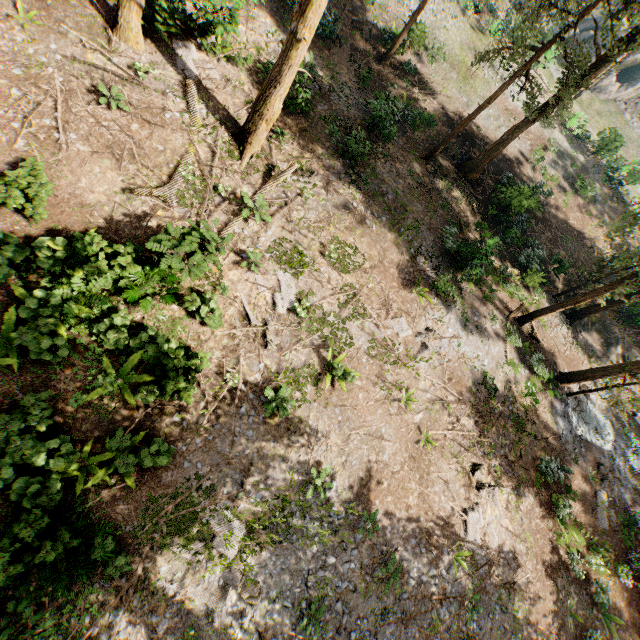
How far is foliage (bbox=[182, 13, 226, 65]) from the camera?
14.2m

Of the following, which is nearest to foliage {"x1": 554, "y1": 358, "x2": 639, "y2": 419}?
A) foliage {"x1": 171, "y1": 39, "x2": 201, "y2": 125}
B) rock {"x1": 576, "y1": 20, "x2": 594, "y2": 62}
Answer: foliage {"x1": 171, "y1": 39, "x2": 201, "y2": 125}

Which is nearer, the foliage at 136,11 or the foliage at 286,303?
the foliage at 136,11

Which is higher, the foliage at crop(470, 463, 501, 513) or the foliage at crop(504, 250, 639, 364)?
the foliage at crop(504, 250, 639, 364)

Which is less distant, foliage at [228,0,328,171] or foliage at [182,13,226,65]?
foliage at [228,0,328,171]

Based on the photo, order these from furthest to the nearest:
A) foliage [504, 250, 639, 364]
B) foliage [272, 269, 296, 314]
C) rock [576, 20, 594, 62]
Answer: rock [576, 20, 594, 62] → foliage [504, 250, 639, 364] → foliage [272, 269, 296, 314]

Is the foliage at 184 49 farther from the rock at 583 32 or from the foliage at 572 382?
the rock at 583 32

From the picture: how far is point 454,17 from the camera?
29.1 meters
